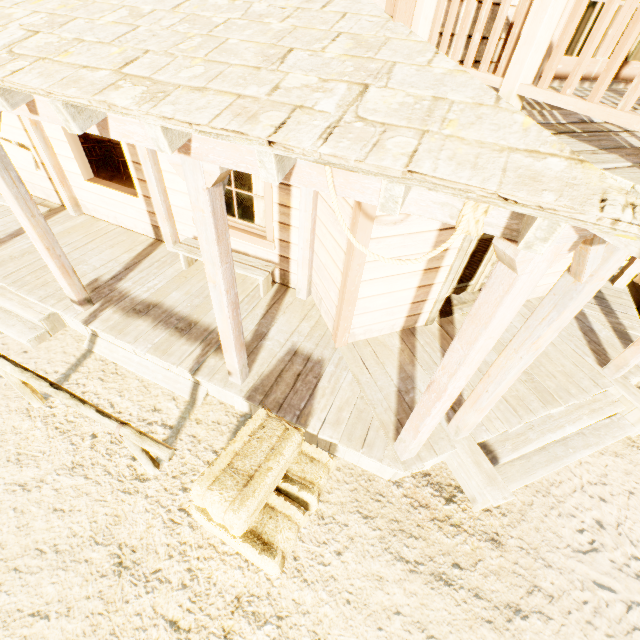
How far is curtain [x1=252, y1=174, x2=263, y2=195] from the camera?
4.5 meters

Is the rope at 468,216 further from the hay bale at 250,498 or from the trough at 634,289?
the trough at 634,289

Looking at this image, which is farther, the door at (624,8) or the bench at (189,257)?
the bench at (189,257)

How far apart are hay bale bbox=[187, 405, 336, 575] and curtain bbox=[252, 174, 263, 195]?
2.8 meters

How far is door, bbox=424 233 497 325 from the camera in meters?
4.0 m

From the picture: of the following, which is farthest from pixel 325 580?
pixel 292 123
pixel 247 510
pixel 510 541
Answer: pixel 292 123

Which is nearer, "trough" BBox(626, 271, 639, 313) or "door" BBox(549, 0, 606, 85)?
"door" BBox(549, 0, 606, 85)

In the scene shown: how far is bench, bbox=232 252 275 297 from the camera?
4.7m
